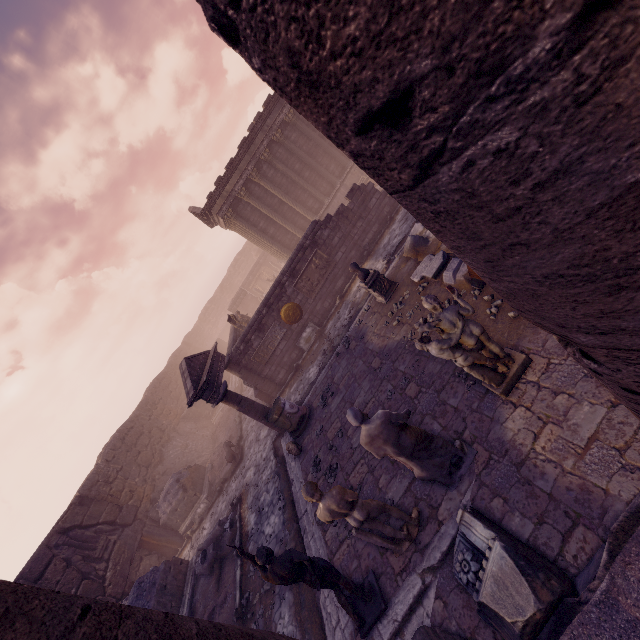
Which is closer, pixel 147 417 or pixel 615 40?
pixel 615 40

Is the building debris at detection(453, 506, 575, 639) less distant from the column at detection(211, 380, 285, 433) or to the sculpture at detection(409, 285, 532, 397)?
the sculpture at detection(409, 285, 532, 397)

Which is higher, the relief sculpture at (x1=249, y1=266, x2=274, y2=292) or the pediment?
the pediment

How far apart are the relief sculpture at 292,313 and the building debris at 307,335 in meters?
0.4

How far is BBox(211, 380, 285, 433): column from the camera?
10.34m

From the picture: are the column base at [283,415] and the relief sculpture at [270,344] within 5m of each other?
yes

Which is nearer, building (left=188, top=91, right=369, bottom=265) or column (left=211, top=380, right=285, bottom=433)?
column (left=211, top=380, right=285, bottom=433)

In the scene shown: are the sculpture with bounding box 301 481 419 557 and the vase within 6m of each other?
yes
